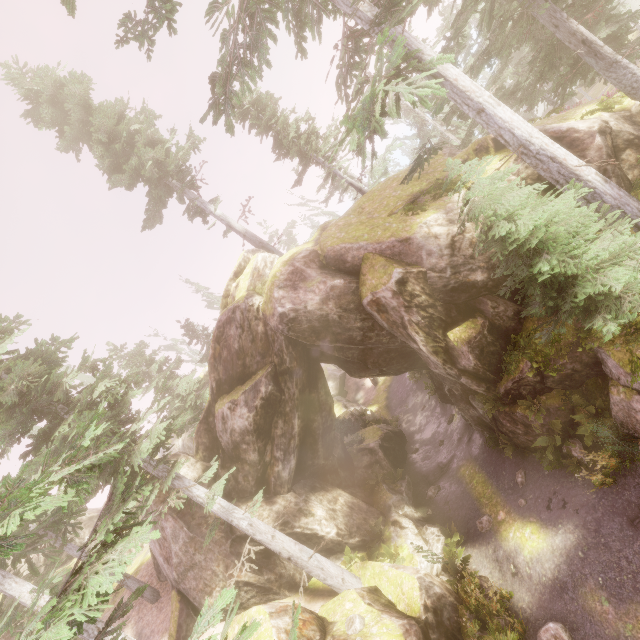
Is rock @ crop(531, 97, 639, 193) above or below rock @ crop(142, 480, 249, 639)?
below

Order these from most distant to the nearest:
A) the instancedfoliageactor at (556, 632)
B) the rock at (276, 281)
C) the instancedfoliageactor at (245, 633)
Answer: the rock at (276, 281) < the instancedfoliageactor at (556, 632) < the instancedfoliageactor at (245, 633)

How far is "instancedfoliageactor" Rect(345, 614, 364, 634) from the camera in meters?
10.2

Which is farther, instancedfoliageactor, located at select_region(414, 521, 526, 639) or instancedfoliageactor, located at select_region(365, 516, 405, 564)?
instancedfoliageactor, located at select_region(365, 516, 405, 564)

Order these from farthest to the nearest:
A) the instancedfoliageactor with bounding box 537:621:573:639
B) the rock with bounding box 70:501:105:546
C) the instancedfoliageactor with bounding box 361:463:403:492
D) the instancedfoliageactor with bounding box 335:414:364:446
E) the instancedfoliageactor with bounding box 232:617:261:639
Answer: the rock with bounding box 70:501:105:546
the instancedfoliageactor with bounding box 335:414:364:446
the instancedfoliageactor with bounding box 361:463:403:492
the instancedfoliageactor with bounding box 537:621:573:639
the instancedfoliageactor with bounding box 232:617:261:639

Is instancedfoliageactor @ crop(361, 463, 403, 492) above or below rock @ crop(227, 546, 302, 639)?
below

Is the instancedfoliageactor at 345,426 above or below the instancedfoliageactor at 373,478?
above

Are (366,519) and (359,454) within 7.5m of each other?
yes
